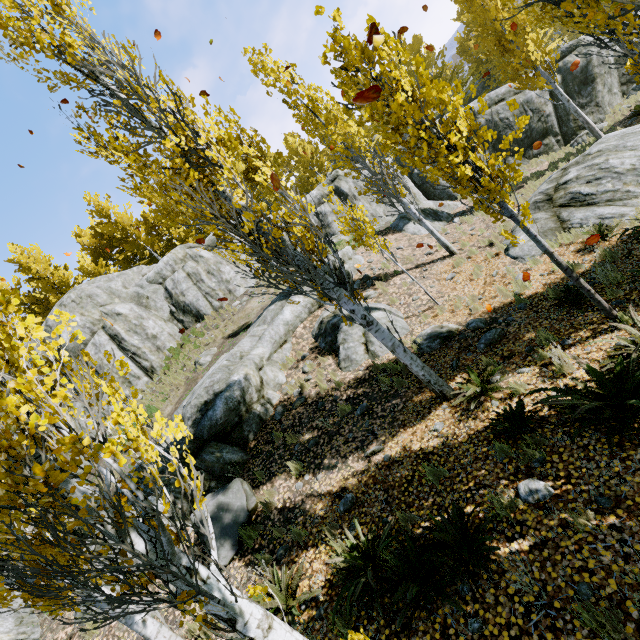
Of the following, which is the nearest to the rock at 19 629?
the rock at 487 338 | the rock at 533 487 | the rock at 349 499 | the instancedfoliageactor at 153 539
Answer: the instancedfoliageactor at 153 539

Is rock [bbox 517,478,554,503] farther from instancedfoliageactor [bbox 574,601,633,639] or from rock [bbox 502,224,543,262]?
rock [bbox 502,224,543,262]

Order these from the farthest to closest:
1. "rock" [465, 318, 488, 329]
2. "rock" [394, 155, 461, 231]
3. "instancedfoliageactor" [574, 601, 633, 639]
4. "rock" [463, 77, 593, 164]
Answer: "rock" [463, 77, 593, 164], "rock" [394, 155, 461, 231], "rock" [465, 318, 488, 329], "instancedfoliageactor" [574, 601, 633, 639]

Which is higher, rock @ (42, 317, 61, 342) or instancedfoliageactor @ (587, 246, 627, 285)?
rock @ (42, 317, 61, 342)

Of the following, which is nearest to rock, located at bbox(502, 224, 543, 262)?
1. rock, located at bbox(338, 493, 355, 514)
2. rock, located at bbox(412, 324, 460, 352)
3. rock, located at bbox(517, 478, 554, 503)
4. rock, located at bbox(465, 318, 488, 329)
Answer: rock, located at bbox(412, 324, 460, 352)

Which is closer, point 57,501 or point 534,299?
point 57,501

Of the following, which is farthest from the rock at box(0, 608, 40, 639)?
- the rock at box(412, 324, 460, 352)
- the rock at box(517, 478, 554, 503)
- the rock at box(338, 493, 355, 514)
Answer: the rock at box(517, 478, 554, 503)

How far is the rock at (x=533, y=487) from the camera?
3.9 meters
